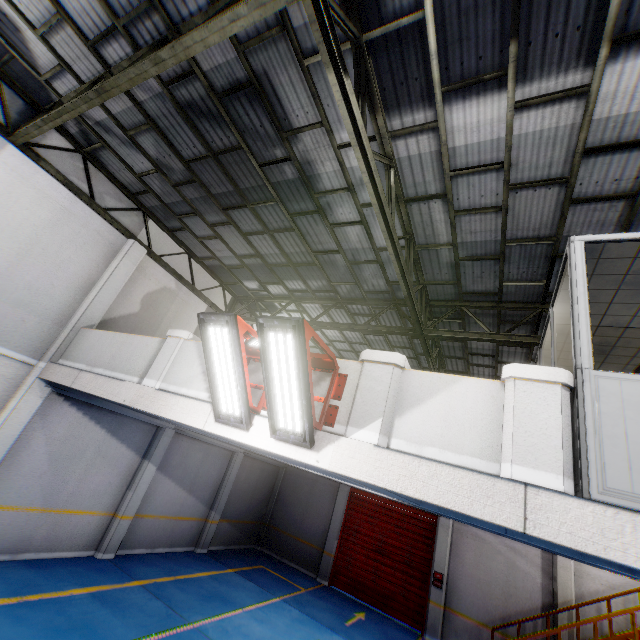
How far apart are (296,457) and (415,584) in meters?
12.5 m

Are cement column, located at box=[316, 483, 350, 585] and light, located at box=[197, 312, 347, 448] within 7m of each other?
no

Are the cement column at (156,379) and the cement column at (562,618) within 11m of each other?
no

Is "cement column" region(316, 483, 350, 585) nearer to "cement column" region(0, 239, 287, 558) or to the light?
"cement column" region(0, 239, 287, 558)

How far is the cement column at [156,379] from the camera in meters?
5.8

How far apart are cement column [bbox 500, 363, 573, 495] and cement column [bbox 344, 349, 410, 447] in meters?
1.1

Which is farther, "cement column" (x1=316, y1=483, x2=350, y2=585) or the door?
"cement column" (x1=316, y1=483, x2=350, y2=585)

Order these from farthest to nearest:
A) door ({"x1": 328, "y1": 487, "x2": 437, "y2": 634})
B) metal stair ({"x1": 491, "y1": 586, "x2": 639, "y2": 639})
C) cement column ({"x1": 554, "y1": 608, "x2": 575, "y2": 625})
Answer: door ({"x1": 328, "y1": 487, "x2": 437, "y2": 634}) → cement column ({"x1": 554, "y1": 608, "x2": 575, "y2": 625}) → metal stair ({"x1": 491, "y1": 586, "x2": 639, "y2": 639})
